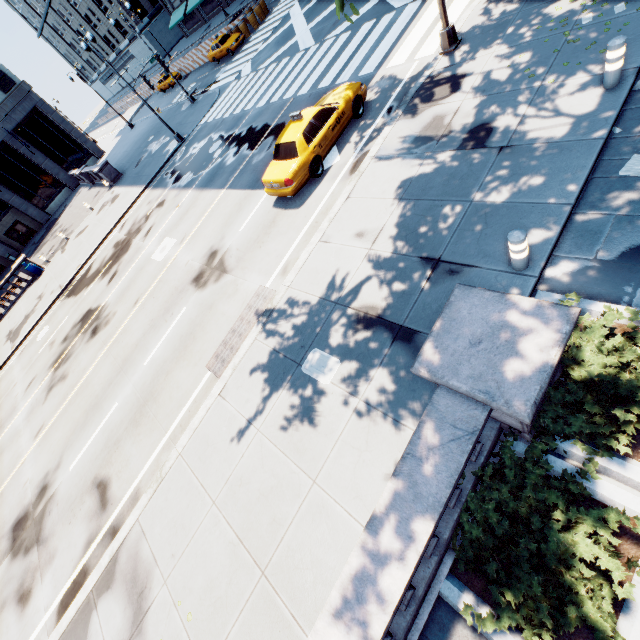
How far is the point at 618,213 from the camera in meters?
5.6

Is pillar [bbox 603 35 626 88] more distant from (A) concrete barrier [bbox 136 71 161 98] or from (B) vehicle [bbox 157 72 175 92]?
(B) vehicle [bbox 157 72 175 92]

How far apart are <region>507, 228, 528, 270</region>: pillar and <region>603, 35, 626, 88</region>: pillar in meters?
4.4 m

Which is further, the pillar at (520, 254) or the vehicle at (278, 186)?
the vehicle at (278, 186)

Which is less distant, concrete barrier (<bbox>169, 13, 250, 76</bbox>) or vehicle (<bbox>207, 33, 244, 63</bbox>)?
vehicle (<bbox>207, 33, 244, 63</bbox>)

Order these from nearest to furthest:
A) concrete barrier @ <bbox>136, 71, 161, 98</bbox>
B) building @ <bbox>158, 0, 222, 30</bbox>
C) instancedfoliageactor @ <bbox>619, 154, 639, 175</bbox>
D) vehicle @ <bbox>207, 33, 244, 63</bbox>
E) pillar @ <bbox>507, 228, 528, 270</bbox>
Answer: pillar @ <bbox>507, 228, 528, 270</bbox>
instancedfoliageactor @ <bbox>619, 154, 639, 175</bbox>
vehicle @ <bbox>207, 33, 244, 63</bbox>
concrete barrier @ <bbox>136, 71, 161, 98</bbox>
building @ <bbox>158, 0, 222, 30</bbox>

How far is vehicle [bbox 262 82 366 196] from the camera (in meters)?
10.81

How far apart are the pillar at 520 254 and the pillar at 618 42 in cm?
444
